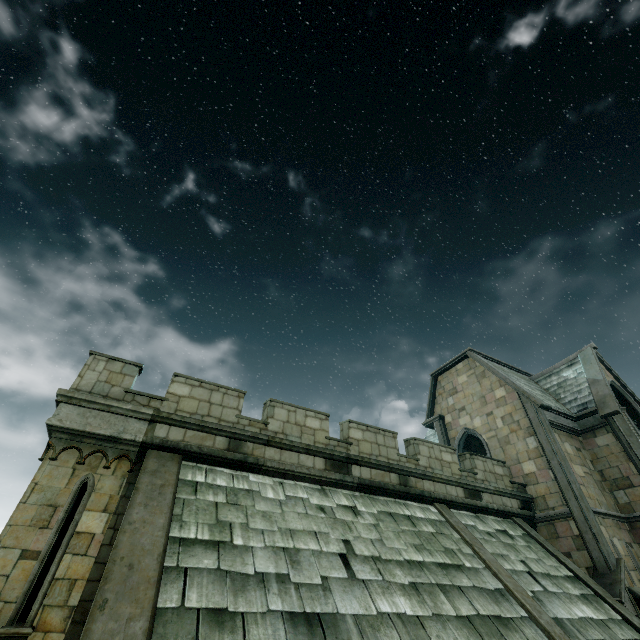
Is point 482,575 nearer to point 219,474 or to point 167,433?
point 219,474
